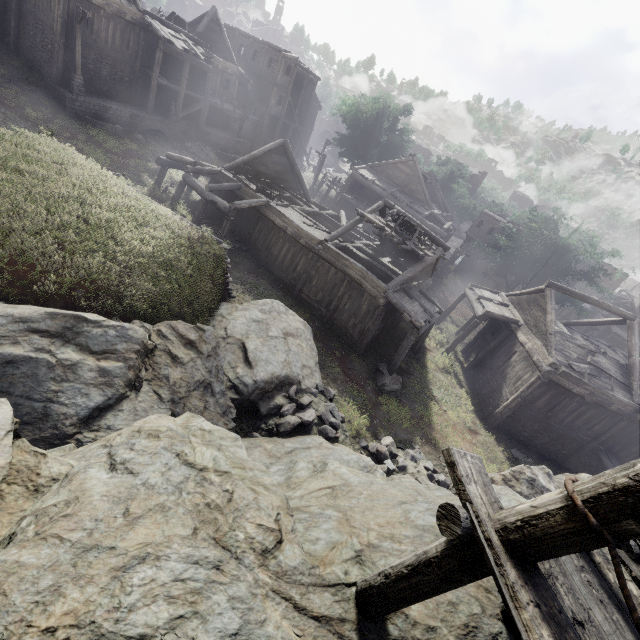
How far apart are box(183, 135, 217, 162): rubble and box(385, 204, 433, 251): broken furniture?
18.2 meters

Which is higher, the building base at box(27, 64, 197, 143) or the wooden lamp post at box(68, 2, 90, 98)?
the wooden lamp post at box(68, 2, 90, 98)

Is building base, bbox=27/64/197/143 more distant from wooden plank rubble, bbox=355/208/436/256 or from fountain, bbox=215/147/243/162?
wooden plank rubble, bbox=355/208/436/256

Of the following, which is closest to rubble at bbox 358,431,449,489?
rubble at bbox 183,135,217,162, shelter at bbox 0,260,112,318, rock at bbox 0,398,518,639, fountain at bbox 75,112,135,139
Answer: rock at bbox 0,398,518,639

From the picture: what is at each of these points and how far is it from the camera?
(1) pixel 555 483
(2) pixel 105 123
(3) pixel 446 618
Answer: (1) rock, 12.2m
(2) fountain, 21.8m
(3) rock, 4.6m

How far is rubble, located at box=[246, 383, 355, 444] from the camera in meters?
10.6 m

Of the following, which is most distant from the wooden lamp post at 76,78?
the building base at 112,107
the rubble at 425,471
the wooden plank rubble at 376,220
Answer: the rubble at 425,471

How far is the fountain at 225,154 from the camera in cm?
3003
